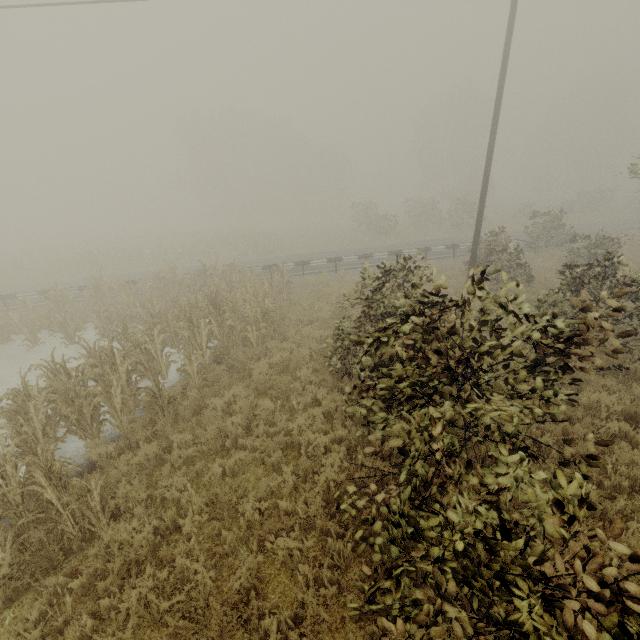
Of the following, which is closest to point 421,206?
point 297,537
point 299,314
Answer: point 299,314

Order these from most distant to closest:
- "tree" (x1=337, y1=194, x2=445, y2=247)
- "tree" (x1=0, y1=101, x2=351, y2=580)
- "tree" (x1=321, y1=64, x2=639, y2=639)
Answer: "tree" (x1=337, y1=194, x2=445, y2=247) < "tree" (x1=0, y1=101, x2=351, y2=580) < "tree" (x1=321, y1=64, x2=639, y2=639)

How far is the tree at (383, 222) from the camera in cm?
3162

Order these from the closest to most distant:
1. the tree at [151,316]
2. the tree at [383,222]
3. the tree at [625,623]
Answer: the tree at [625,623] → the tree at [151,316] → the tree at [383,222]

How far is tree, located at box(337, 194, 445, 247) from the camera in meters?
31.6

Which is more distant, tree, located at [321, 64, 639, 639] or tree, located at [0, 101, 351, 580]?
tree, located at [0, 101, 351, 580]
